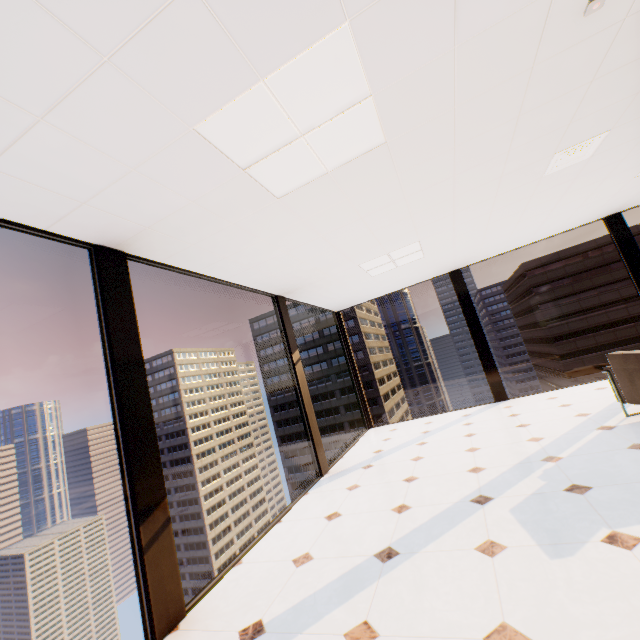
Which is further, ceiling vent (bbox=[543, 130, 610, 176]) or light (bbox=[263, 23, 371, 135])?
ceiling vent (bbox=[543, 130, 610, 176])

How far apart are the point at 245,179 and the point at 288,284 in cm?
273

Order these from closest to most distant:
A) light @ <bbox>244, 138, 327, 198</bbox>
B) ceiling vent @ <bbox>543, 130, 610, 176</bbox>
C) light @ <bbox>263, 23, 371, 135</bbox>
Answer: light @ <bbox>263, 23, 371, 135</bbox>, light @ <bbox>244, 138, 327, 198</bbox>, ceiling vent @ <bbox>543, 130, 610, 176</bbox>

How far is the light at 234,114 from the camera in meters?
1.8 m

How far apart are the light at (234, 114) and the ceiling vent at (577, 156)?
2.2m

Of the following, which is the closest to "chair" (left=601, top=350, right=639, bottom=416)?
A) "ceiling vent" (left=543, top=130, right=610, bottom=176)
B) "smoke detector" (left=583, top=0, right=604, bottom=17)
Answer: "ceiling vent" (left=543, top=130, right=610, bottom=176)

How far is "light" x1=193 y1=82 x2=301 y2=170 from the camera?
1.8 meters

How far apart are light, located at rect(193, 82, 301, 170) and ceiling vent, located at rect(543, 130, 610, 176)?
2.2 meters
